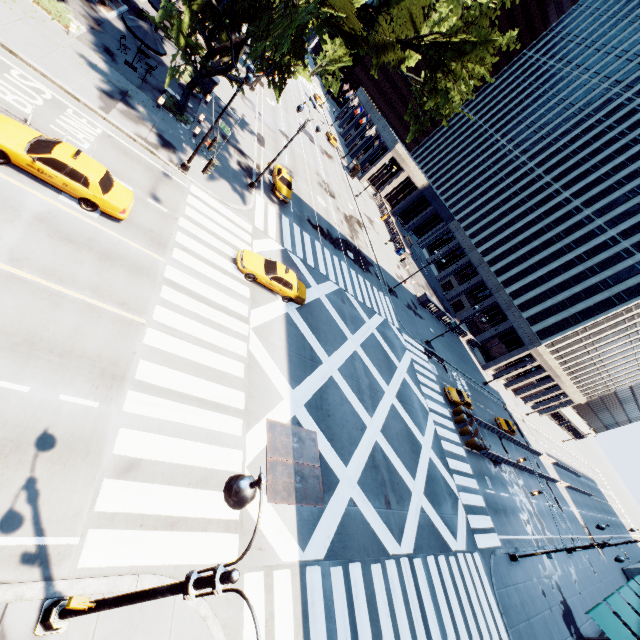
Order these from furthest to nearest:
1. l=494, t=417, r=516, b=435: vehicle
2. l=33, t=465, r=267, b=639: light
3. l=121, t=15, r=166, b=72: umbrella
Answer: l=494, t=417, r=516, b=435: vehicle → l=121, t=15, r=166, b=72: umbrella → l=33, t=465, r=267, b=639: light

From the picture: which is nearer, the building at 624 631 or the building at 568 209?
the building at 624 631

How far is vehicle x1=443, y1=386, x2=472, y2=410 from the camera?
34.1m

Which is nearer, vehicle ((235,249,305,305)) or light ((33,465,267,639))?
light ((33,465,267,639))

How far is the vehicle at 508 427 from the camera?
43.2 meters

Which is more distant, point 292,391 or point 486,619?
point 486,619

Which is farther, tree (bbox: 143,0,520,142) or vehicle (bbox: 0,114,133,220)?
tree (bbox: 143,0,520,142)

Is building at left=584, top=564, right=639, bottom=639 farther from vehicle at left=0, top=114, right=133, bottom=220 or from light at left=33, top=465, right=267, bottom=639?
vehicle at left=0, top=114, right=133, bottom=220
